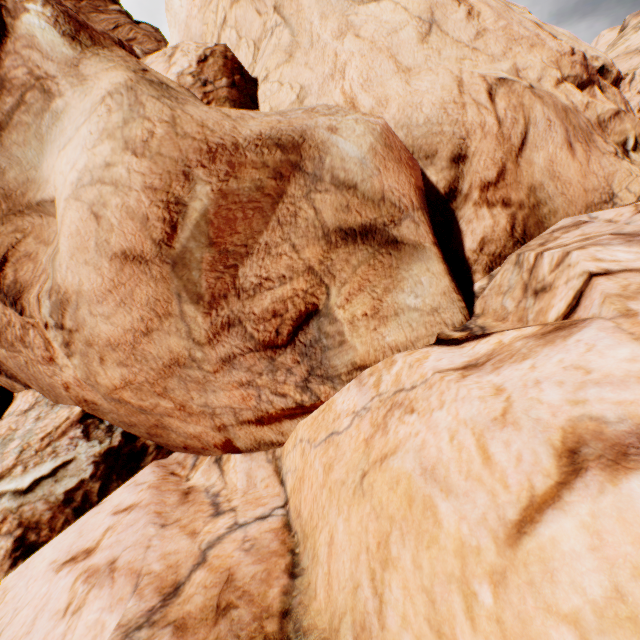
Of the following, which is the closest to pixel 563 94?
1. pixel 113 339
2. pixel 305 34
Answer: pixel 305 34
